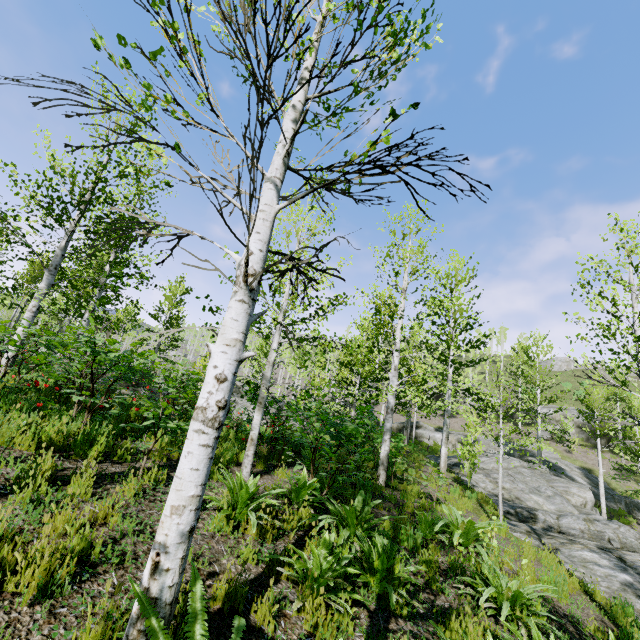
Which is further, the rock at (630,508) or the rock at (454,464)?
the rock at (630,508)

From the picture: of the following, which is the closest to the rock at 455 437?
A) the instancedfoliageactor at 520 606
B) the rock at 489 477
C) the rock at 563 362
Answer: the rock at 489 477

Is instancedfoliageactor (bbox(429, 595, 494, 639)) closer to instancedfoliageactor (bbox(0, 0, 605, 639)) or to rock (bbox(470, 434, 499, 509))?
rock (bbox(470, 434, 499, 509))

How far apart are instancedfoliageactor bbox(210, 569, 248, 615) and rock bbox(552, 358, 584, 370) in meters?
71.0 m

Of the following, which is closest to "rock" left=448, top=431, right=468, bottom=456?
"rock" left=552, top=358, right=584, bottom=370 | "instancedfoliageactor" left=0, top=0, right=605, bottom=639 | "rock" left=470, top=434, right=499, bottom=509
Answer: "rock" left=470, top=434, right=499, bottom=509

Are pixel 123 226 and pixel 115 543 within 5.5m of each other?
yes

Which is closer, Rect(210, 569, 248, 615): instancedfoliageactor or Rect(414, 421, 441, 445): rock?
Rect(210, 569, 248, 615): instancedfoliageactor
